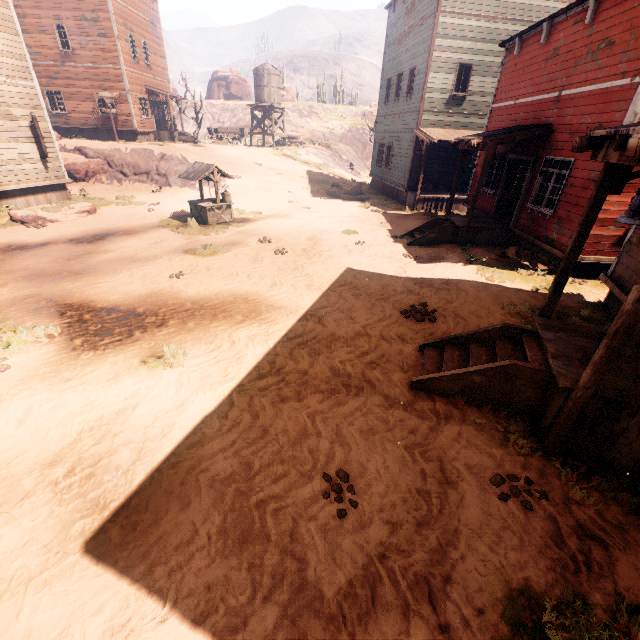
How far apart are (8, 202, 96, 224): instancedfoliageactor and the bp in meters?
17.4

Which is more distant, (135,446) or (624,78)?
(624,78)

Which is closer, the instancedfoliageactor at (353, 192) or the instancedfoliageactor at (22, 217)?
the instancedfoliageactor at (22, 217)

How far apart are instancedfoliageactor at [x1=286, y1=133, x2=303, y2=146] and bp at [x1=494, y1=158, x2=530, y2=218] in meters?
28.7

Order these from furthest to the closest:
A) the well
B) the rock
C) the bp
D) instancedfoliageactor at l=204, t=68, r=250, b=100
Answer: instancedfoliageactor at l=204, t=68, r=250, b=100, the rock, the well, the bp

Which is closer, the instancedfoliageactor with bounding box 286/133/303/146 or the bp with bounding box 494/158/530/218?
the bp with bounding box 494/158/530/218

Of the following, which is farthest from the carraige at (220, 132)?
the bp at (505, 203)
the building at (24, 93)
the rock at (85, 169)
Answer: the bp at (505, 203)

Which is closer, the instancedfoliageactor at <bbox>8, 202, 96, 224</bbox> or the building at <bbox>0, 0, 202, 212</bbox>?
the instancedfoliageactor at <bbox>8, 202, 96, 224</bbox>
